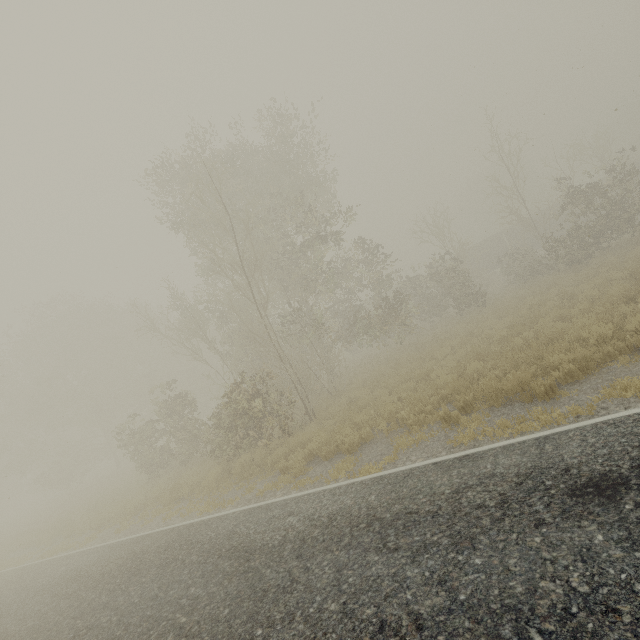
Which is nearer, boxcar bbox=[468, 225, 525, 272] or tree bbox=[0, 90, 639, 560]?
tree bbox=[0, 90, 639, 560]

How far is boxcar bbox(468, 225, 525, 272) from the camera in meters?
37.6

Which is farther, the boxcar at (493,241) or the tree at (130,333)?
the boxcar at (493,241)

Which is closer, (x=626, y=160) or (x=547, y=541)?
(x=547, y=541)

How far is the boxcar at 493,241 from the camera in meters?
37.6
